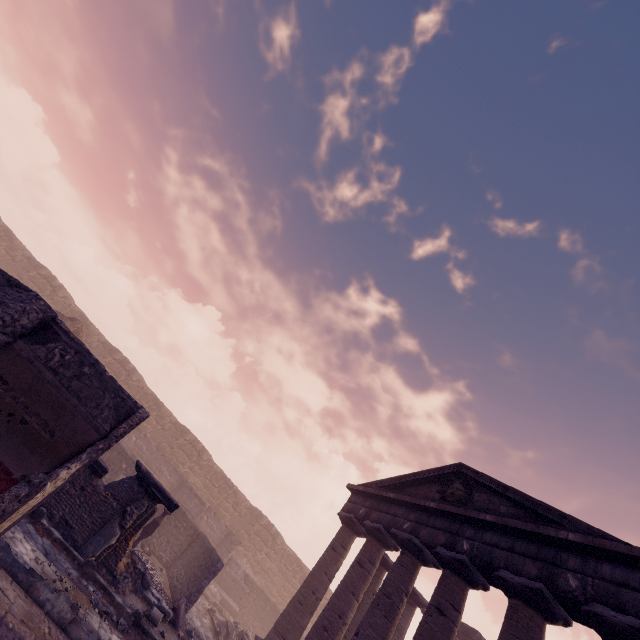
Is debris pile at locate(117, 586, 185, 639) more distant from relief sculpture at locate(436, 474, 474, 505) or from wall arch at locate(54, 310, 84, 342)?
wall arch at locate(54, 310, 84, 342)

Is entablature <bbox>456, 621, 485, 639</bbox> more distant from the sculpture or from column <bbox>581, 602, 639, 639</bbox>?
the sculpture

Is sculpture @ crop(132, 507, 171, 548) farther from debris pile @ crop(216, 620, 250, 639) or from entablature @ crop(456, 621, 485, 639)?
entablature @ crop(456, 621, 485, 639)

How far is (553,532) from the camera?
8.0m

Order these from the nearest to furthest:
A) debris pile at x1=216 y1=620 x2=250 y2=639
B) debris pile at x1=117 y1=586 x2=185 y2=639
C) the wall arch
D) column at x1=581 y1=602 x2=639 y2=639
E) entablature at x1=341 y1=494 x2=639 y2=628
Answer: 1. column at x1=581 y1=602 x2=639 y2=639
2. entablature at x1=341 y1=494 x2=639 y2=628
3. debris pile at x1=117 y1=586 x2=185 y2=639
4. debris pile at x1=216 y1=620 x2=250 y2=639
5. the wall arch

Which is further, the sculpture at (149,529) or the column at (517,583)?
the sculpture at (149,529)

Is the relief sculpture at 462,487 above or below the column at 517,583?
above

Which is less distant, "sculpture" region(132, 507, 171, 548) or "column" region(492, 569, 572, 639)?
"column" region(492, 569, 572, 639)
